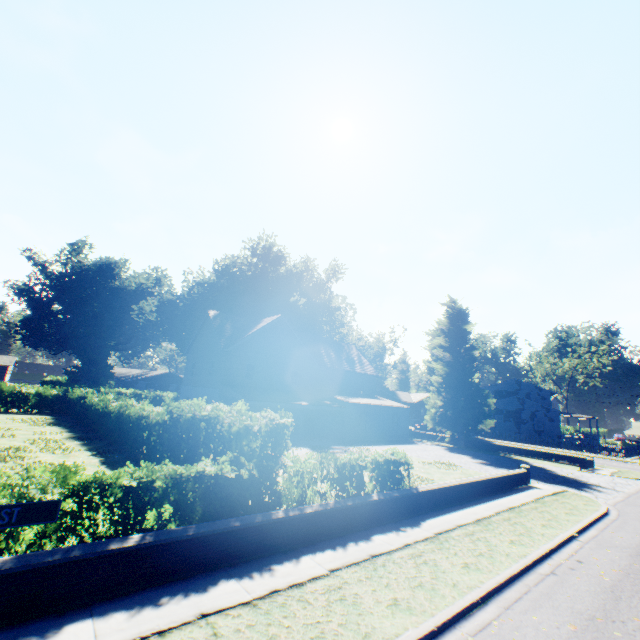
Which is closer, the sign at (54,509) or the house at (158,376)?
the sign at (54,509)

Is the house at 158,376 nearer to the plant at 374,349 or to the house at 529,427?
the plant at 374,349

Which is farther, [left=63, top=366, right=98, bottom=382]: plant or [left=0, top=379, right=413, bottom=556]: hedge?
[left=63, top=366, right=98, bottom=382]: plant

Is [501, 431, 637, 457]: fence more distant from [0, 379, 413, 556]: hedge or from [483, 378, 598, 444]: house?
[0, 379, 413, 556]: hedge

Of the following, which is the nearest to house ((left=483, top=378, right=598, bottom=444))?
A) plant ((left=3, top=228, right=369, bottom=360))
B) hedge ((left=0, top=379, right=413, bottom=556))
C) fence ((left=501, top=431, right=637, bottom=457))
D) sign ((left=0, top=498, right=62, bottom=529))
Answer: plant ((left=3, top=228, right=369, bottom=360))

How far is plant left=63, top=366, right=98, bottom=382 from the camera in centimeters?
5825cm

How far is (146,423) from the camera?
15.4 meters

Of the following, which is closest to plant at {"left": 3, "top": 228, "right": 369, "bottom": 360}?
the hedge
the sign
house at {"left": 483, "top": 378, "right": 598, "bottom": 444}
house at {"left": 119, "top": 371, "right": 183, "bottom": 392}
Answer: house at {"left": 483, "top": 378, "right": 598, "bottom": 444}
